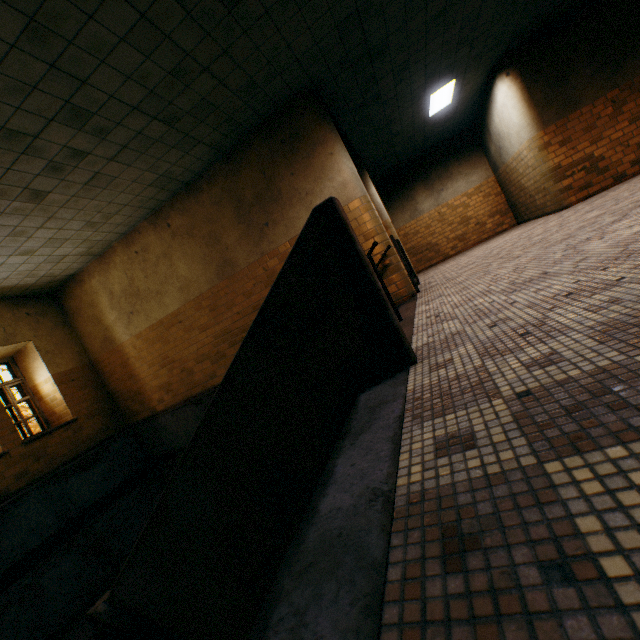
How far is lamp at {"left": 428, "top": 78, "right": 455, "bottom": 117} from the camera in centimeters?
780cm

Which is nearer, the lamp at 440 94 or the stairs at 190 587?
the stairs at 190 587

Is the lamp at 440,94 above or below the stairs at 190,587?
above

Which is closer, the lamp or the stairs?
the stairs

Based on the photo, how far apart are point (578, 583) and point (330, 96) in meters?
7.1

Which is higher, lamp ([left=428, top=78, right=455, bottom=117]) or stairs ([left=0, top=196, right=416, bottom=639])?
lamp ([left=428, top=78, right=455, bottom=117])
